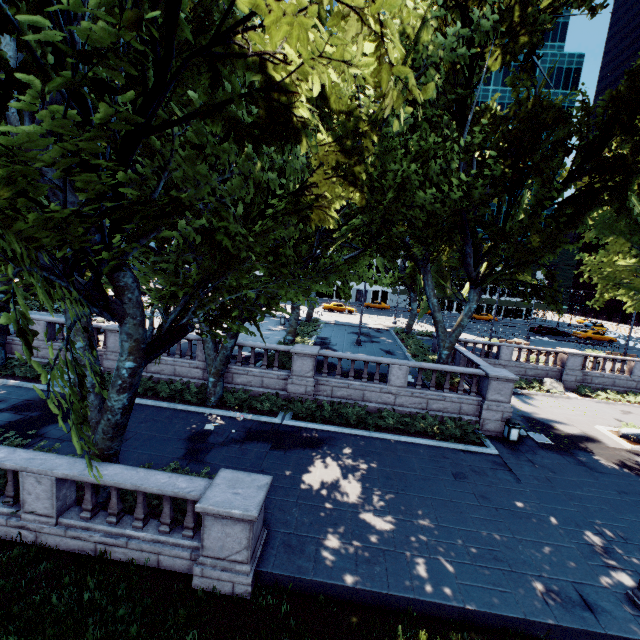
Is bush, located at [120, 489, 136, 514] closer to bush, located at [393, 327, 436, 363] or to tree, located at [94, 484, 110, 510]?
tree, located at [94, 484, 110, 510]

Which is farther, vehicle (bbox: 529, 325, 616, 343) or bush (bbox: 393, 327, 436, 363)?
vehicle (bbox: 529, 325, 616, 343)

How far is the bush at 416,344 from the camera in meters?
22.8 m

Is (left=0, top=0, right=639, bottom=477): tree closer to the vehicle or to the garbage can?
the garbage can

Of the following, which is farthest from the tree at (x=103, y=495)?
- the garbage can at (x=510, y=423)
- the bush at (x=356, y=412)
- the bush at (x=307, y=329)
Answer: the garbage can at (x=510, y=423)

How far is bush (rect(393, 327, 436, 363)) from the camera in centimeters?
2278cm

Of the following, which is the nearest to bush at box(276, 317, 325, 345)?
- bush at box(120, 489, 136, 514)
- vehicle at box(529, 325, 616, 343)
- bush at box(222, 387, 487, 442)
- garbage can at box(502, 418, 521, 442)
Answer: bush at box(222, 387, 487, 442)

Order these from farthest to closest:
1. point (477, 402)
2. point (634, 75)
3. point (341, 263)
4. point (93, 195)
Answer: point (341, 263), point (477, 402), point (634, 75), point (93, 195)
